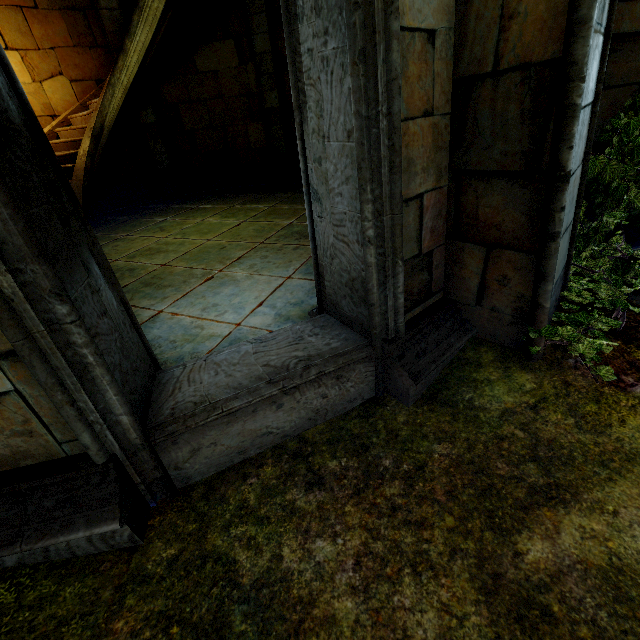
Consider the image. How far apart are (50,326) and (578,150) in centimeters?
321cm
